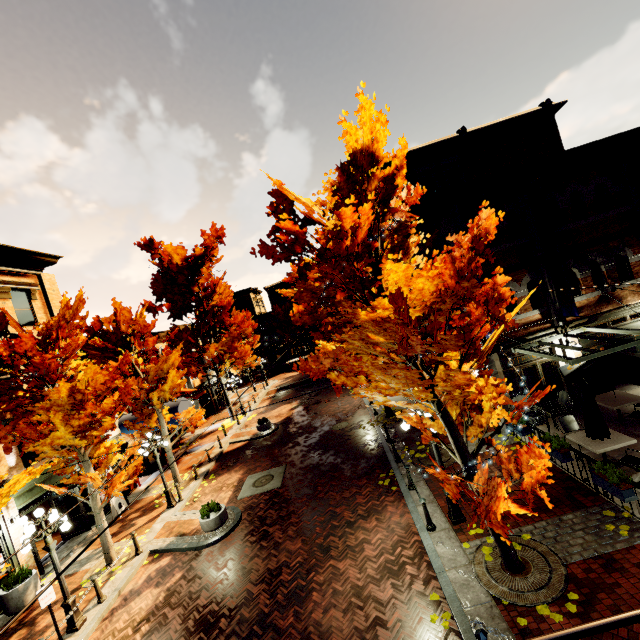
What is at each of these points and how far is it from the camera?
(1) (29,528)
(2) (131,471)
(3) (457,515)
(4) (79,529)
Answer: (1) light, 8.95m
(2) tree, 12.18m
(3) light, 8.92m
(4) building, 15.41m

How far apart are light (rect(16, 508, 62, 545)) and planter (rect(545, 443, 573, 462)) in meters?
14.2

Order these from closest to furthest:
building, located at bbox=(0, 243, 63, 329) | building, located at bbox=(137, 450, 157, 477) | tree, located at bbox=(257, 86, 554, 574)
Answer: tree, located at bbox=(257, 86, 554, 574) < building, located at bbox=(0, 243, 63, 329) < building, located at bbox=(137, 450, 157, 477)

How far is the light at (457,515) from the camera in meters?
8.9

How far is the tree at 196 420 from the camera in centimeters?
1745cm

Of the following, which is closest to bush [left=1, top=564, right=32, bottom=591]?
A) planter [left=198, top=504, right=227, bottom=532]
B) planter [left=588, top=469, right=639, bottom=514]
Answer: planter [left=198, top=504, right=227, bottom=532]

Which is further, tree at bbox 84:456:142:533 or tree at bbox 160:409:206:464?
tree at bbox 160:409:206:464

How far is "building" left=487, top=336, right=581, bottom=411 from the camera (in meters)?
12.48
